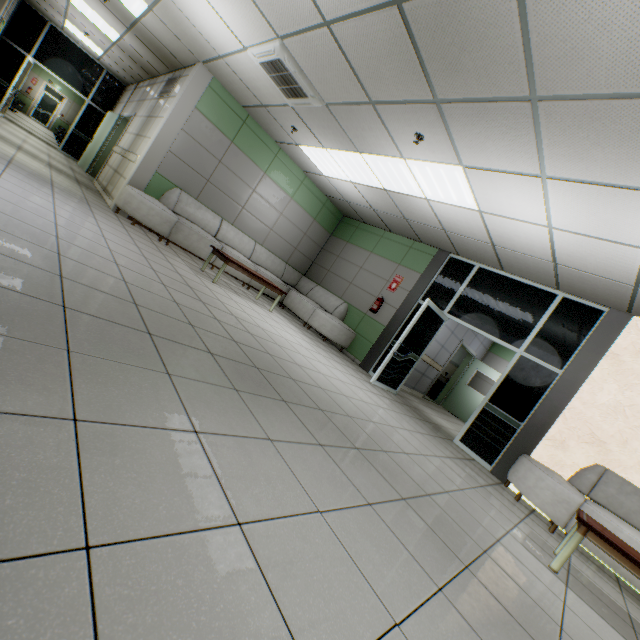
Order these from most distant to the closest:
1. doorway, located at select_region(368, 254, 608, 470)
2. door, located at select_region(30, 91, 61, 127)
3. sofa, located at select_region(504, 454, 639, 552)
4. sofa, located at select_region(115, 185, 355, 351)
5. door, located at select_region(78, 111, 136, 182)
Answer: door, located at select_region(30, 91, 61, 127) < door, located at select_region(78, 111, 136, 182) < sofa, located at select_region(115, 185, 355, 351) < doorway, located at select_region(368, 254, 608, 470) < sofa, located at select_region(504, 454, 639, 552)

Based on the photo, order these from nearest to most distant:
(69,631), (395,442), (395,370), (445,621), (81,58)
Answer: (69,631), (445,621), (395,442), (395,370), (81,58)

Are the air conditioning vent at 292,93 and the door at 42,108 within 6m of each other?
no

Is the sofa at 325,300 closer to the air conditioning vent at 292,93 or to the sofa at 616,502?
the air conditioning vent at 292,93

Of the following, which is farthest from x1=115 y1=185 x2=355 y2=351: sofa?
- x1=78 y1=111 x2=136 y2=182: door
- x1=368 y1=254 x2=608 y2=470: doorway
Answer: x1=78 y1=111 x2=136 y2=182: door

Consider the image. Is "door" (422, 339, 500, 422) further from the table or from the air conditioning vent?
the air conditioning vent

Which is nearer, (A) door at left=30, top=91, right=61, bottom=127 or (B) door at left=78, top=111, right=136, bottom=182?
(B) door at left=78, top=111, right=136, bottom=182

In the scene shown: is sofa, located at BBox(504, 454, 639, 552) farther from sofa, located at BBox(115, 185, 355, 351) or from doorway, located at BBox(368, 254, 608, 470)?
sofa, located at BBox(115, 185, 355, 351)
